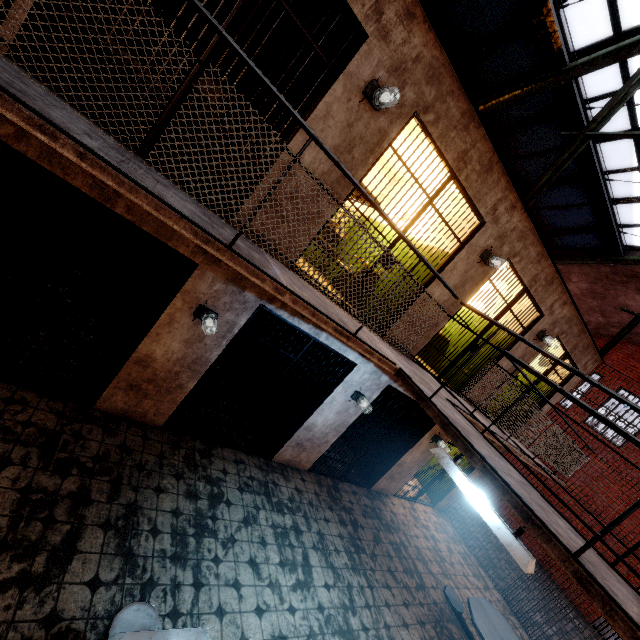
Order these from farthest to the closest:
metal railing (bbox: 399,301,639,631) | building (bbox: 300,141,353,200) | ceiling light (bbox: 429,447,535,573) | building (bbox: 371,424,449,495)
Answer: building (bbox: 371,424,449,495) < building (bbox: 300,141,353,200) < ceiling light (bbox: 429,447,535,573) < metal railing (bbox: 399,301,639,631)

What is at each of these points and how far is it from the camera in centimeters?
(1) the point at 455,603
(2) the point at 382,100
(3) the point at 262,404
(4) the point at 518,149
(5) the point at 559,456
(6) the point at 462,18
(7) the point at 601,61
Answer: (1) table, 540cm
(2) light fixture, 352cm
(3) metal bar, 520cm
(4) window, 814cm
(5) metal railing, 693cm
(6) window, 625cm
(7) support beam, 542cm

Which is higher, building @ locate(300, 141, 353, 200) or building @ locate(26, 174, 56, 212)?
building @ locate(300, 141, 353, 200)

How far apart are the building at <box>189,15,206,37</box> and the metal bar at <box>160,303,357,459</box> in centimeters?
344cm

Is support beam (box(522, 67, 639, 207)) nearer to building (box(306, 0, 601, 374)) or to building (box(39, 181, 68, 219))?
building (box(306, 0, 601, 374))

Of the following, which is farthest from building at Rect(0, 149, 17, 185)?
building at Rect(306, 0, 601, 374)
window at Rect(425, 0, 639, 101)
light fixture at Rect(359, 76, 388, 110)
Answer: window at Rect(425, 0, 639, 101)

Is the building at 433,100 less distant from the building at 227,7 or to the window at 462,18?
the building at 227,7

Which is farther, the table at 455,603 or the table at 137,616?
the table at 455,603
